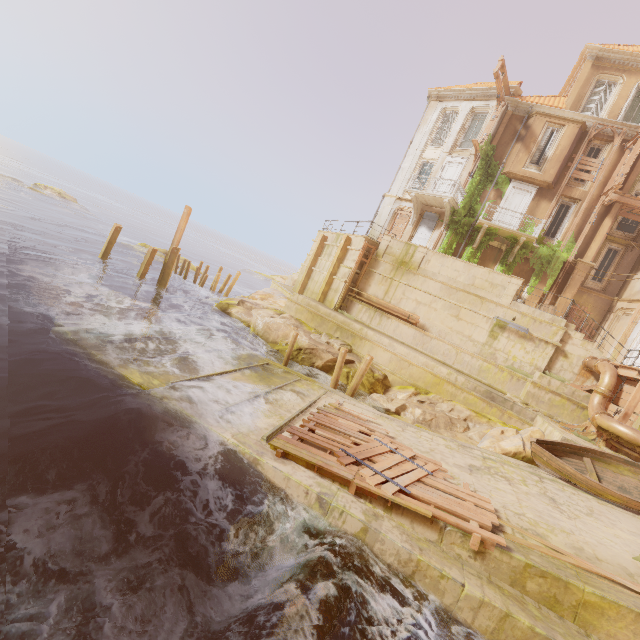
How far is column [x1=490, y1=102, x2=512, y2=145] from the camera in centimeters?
2158cm

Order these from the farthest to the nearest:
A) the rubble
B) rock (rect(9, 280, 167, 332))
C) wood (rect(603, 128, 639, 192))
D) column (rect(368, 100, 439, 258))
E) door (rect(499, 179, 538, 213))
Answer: door (rect(499, 179, 538, 213)) < column (rect(368, 100, 439, 258)) < wood (rect(603, 128, 639, 192)) < the rubble < rock (rect(9, 280, 167, 332))

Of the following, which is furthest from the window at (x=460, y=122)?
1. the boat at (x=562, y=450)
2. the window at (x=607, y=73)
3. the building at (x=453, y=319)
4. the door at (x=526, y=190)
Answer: the boat at (x=562, y=450)

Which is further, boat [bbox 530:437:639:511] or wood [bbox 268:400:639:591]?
boat [bbox 530:437:639:511]

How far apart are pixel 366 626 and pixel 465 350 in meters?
14.0

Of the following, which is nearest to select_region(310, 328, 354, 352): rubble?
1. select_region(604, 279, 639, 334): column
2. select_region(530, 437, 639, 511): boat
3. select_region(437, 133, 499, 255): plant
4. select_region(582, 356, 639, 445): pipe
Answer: select_region(437, 133, 499, 255): plant

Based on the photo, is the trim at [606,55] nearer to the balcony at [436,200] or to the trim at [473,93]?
the trim at [473,93]

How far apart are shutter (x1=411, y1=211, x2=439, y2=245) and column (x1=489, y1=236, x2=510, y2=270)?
3.5 meters
